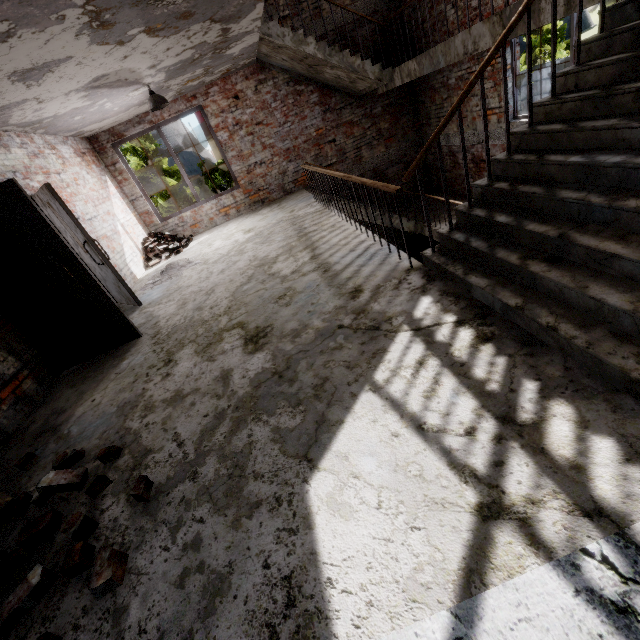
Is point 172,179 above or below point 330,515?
above

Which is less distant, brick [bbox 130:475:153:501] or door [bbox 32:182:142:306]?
brick [bbox 130:475:153:501]

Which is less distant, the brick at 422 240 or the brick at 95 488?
the brick at 95 488

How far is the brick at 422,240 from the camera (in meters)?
10.82

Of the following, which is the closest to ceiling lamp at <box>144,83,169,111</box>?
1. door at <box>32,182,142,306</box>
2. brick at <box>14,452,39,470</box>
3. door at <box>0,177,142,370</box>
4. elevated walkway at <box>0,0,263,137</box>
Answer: elevated walkway at <box>0,0,263,137</box>

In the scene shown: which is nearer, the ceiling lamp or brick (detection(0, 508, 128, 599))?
brick (detection(0, 508, 128, 599))

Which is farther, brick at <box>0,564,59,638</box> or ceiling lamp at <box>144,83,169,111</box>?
ceiling lamp at <box>144,83,169,111</box>

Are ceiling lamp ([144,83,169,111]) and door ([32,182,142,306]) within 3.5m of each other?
yes
